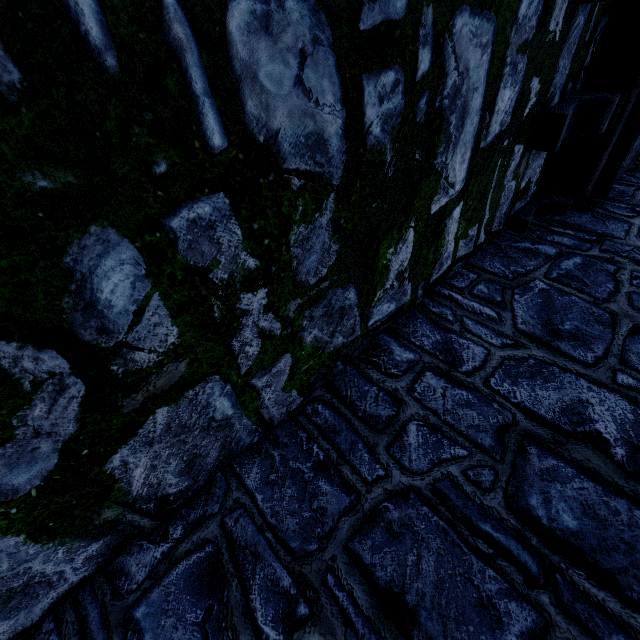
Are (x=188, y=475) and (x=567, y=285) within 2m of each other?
no
